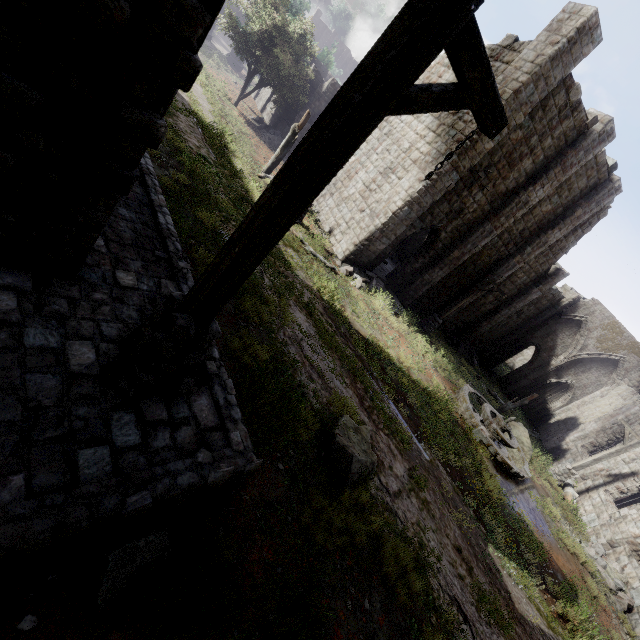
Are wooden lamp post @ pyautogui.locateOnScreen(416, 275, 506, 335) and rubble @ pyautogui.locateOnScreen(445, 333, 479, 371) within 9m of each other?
yes

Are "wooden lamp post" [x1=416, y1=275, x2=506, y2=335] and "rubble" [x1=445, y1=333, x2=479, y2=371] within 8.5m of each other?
yes

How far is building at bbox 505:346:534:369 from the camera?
47.1m

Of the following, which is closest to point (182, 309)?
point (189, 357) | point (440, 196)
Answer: point (189, 357)

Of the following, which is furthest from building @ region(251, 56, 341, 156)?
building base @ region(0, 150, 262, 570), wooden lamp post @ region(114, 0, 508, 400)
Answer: wooden lamp post @ region(114, 0, 508, 400)

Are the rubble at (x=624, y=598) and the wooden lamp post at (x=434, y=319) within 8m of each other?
no

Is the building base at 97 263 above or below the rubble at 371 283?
above

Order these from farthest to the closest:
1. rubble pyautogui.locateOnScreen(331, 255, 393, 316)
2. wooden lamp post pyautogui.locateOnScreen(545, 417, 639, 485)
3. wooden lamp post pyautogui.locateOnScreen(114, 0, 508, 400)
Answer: wooden lamp post pyautogui.locateOnScreen(545, 417, 639, 485), rubble pyautogui.locateOnScreen(331, 255, 393, 316), wooden lamp post pyautogui.locateOnScreen(114, 0, 508, 400)
